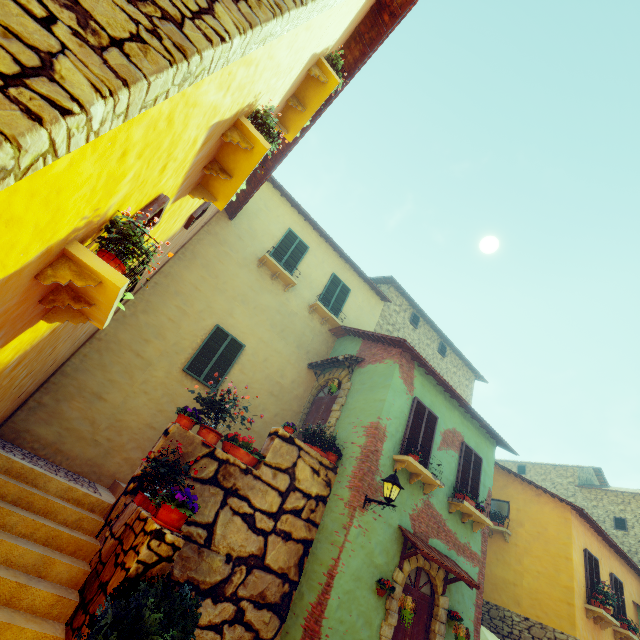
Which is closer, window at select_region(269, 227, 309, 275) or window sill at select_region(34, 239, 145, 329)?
window sill at select_region(34, 239, 145, 329)

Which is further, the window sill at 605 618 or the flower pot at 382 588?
the window sill at 605 618

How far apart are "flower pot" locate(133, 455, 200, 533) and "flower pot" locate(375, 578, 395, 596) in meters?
4.8

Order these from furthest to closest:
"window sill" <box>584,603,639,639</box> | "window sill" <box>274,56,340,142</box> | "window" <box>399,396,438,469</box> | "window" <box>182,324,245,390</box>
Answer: "window sill" <box>584,603,639,639</box> → "window" <box>182,324,245,390</box> → "window" <box>399,396,438,469</box> → "window sill" <box>274,56,340,142</box>

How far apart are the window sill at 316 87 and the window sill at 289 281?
4.7m

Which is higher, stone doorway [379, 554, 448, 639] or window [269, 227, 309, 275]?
window [269, 227, 309, 275]

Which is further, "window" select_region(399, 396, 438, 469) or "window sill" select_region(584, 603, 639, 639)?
"window sill" select_region(584, 603, 639, 639)

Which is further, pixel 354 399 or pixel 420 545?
pixel 354 399
